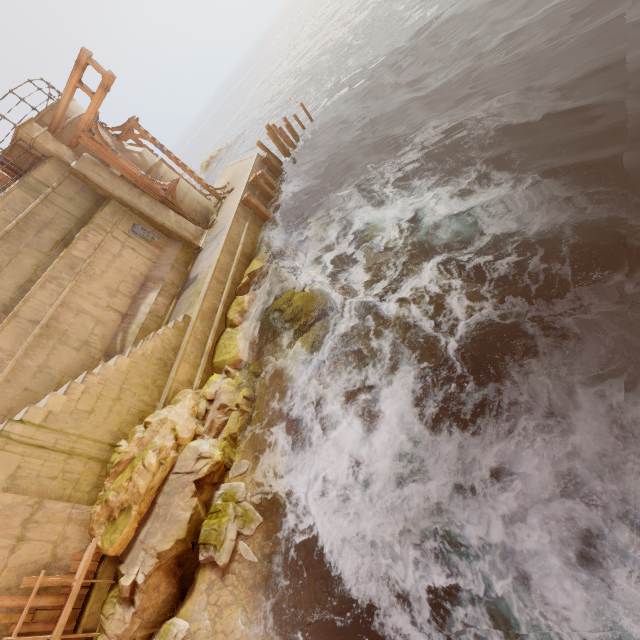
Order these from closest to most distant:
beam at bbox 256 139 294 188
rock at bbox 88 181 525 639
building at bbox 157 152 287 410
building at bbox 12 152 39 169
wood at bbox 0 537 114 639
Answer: wood at bbox 0 537 114 639 → rock at bbox 88 181 525 639 → building at bbox 157 152 287 410 → building at bbox 12 152 39 169 → beam at bbox 256 139 294 188

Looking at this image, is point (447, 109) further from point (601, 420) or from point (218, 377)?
point (218, 377)

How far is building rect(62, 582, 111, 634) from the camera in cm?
579

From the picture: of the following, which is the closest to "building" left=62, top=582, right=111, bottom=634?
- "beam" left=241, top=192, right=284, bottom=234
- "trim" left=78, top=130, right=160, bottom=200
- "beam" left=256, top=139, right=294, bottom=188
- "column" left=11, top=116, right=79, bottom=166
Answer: "column" left=11, top=116, right=79, bottom=166

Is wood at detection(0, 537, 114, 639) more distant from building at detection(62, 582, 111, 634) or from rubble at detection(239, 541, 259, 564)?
rubble at detection(239, 541, 259, 564)

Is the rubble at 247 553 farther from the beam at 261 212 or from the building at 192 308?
the beam at 261 212

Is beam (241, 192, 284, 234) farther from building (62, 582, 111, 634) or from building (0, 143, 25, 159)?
building (62, 582, 111, 634)

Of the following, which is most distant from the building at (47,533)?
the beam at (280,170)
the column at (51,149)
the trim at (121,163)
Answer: the beam at (280,170)
